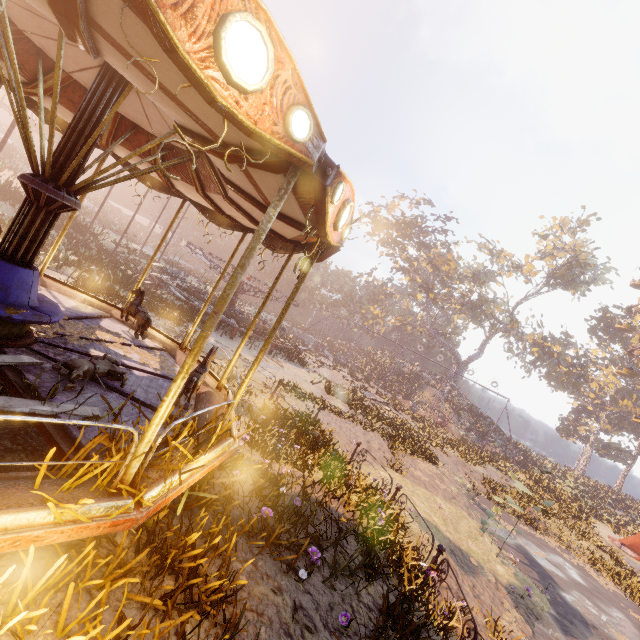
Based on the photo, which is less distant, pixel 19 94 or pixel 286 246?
pixel 19 94

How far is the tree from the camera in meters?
41.7 m

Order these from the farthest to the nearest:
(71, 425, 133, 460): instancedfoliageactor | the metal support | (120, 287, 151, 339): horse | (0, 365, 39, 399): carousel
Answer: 1. the metal support
2. (120, 287, 151, 339): horse
3. (0, 365, 39, 399): carousel
4. (71, 425, 133, 460): instancedfoliageactor

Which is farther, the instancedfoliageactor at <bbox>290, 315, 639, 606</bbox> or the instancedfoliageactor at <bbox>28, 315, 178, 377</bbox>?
→ the instancedfoliageactor at <bbox>290, 315, 639, 606</bbox>

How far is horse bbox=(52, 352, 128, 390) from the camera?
4.0 meters

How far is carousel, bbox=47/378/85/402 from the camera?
3.82m

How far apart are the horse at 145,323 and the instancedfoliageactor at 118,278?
22.30m

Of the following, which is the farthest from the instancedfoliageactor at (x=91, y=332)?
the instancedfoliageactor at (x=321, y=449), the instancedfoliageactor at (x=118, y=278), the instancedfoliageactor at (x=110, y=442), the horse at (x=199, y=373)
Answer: the instancedfoliageactor at (x=118, y=278)
